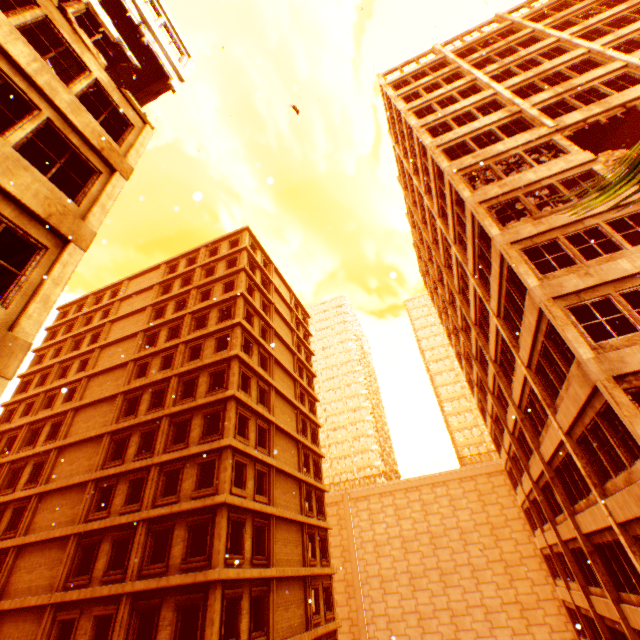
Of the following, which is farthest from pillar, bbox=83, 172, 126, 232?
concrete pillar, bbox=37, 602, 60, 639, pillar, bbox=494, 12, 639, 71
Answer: concrete pillar, bbox=37, 602, 60, 639

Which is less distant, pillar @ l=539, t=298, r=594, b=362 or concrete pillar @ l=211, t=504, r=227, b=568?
pillar @ l=539, t=298, r=594, b=362

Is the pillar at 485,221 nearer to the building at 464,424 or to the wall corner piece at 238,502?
the wall corner piece at 238,502

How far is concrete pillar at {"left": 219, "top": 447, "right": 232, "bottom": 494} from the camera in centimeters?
1705cm

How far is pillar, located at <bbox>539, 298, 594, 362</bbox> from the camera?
9.46m

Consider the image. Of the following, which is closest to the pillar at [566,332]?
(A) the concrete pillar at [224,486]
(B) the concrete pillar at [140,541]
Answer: (A) the concrete pillar at [224,486]

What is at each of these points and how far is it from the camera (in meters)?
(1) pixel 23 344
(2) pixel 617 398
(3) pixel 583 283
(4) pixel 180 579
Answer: (1) wall corner piece, 5.04
(2) pillar, 8.50
(3) wall corner piece, 10.60
(4) wall corner piece, 14.89

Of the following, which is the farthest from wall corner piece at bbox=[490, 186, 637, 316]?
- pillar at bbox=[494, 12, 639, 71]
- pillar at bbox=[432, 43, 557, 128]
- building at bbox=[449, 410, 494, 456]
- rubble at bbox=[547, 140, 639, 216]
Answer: building at bbox=[449, 410, 494, 456]
